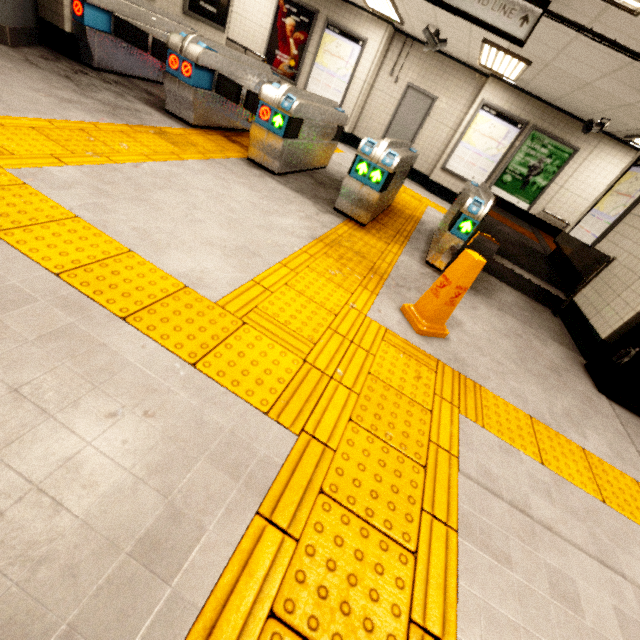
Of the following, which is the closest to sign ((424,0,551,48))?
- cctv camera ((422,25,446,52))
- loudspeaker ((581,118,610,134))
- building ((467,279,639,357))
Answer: building ((467,279,639,357))

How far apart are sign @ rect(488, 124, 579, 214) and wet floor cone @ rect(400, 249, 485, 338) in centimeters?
762cm

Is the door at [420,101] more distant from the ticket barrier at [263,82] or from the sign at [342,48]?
the ticket barrier at [263,82]

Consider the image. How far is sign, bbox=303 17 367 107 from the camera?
8.6 meters

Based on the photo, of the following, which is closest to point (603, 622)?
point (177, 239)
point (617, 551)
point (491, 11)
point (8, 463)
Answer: point (617, 551)

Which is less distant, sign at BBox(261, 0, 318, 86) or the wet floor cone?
the wet floor cone

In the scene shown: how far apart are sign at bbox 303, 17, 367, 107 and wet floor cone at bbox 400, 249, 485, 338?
8.7 meters

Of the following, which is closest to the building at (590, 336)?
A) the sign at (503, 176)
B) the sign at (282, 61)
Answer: the sign at (503, 176)
